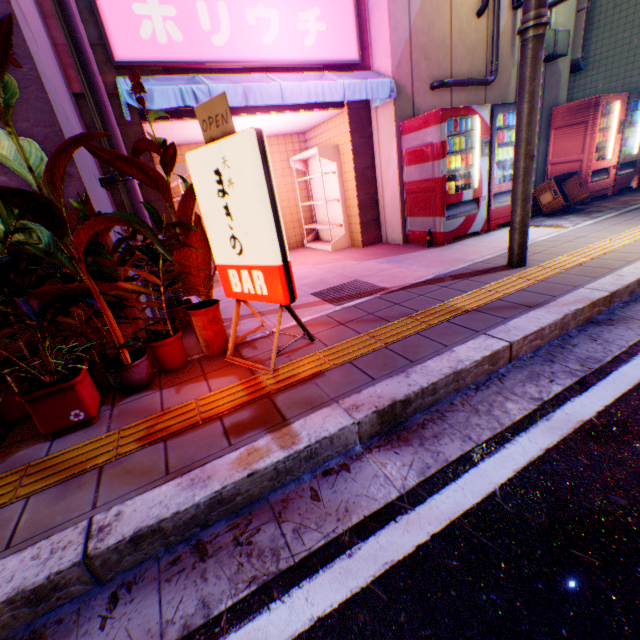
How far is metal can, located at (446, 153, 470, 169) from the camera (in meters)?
5.32

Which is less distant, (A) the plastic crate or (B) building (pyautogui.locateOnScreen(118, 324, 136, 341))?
(B) building (pyautogui.locateOnScreen(118, 324, 136, 341))

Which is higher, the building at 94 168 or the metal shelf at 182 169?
the metal shelf at 182 169

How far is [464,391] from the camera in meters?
2.2 m

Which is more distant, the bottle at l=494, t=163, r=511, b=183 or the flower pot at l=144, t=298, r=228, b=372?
the bottle at l=494, t=163, r=511, b=183

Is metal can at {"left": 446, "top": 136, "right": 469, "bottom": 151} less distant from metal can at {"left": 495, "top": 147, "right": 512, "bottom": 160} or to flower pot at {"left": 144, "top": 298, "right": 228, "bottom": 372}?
metal can at {"left": 495, "top": 147, "right": 512, "bottom": 160}

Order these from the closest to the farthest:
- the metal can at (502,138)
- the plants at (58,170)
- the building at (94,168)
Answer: the plants at (58,170), the building at (94,168), the metal can at (502,138)

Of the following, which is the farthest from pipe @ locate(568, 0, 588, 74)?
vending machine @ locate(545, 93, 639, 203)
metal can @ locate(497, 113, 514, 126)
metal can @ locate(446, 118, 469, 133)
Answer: metal can @ locate(446, 118, 469, 133)
